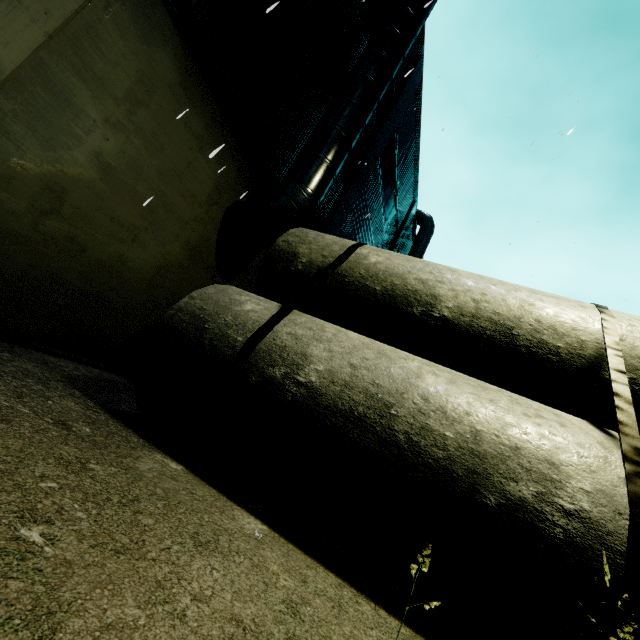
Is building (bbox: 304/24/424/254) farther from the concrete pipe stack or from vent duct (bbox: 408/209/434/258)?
the concrete pipe stack

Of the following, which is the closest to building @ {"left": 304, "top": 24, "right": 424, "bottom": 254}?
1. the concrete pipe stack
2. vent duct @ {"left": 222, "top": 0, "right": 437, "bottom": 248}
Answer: vent duct @ {"left": 222, "top": 0, "right": 437, "bottom": 248}

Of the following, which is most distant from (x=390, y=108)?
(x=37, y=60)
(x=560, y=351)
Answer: (x=560, y=351)

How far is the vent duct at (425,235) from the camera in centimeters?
2072cm

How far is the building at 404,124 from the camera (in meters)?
10.91

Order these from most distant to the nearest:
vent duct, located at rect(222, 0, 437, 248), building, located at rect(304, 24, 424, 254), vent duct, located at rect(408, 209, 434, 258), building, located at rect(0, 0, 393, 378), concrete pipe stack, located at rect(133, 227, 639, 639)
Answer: vent duct, located at rect(408, 209, 434, 258) < building, located at rect(304, 24, 424, 254) < vent duct, located at rect(222, 0, 437, 248) < building, located at rect(0, 0, 393, 378) < concrete pipe stack, located at rect(133, 227, 639, 639)

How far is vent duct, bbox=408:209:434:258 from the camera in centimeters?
2072cm
